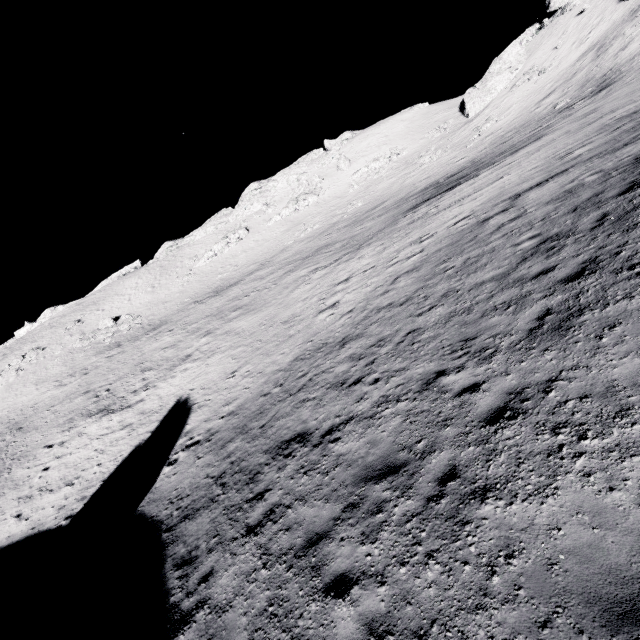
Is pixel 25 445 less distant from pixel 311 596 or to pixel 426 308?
pixel 311 596

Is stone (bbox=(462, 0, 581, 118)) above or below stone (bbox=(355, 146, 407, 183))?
above

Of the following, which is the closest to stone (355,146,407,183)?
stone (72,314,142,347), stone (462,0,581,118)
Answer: stone (462,0,581,118)

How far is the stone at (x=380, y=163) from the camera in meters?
56.3 m

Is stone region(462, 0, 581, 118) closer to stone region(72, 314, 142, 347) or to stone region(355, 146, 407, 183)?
stone region(355, 146, 407, 183)

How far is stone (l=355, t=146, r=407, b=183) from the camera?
56.3 meters

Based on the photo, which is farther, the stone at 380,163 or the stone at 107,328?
the stone at 380,163

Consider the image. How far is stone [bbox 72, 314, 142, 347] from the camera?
48.0m
